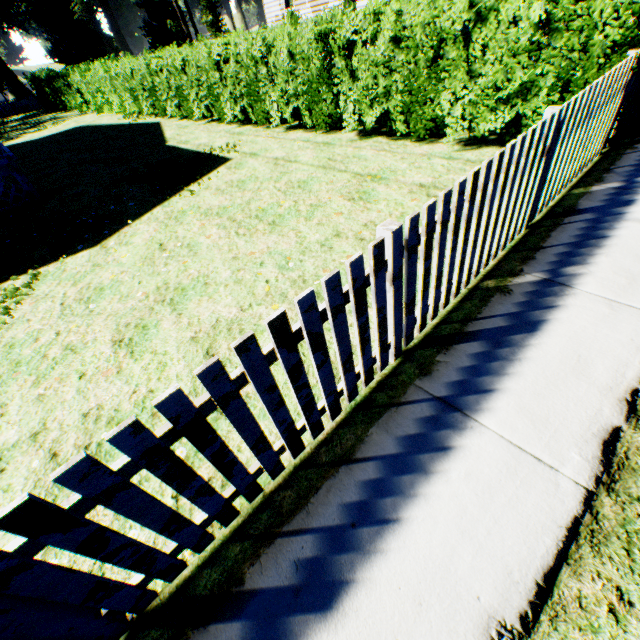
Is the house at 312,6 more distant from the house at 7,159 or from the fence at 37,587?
the house at 7,159

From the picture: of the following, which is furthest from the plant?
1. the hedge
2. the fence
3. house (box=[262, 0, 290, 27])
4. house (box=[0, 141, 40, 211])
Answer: house (box=[0, 141, 40, 211])

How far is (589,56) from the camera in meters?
4.2

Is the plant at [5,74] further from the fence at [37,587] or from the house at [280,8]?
the house at [280,8]

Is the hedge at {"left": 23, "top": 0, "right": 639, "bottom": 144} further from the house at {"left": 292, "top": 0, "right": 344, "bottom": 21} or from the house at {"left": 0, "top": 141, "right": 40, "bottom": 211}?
the house at {"left": 292, "top": 0, "right": 344, "bottom": 21}

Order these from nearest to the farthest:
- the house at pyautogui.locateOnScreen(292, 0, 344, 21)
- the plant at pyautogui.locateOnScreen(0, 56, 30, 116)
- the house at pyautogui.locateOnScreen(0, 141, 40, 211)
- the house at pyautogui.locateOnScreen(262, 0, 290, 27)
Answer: the house at pyautogui.locateOnScreen(0, 141, 40, 211) < the house at pyautogui.locateOnScreen(292, 0, 344, 21) < the house at pyautogui.locateOnScreen(262, 0, 290, 27) < the plant at pyautogui.locateOnScreen(0, 56, 30, 116)

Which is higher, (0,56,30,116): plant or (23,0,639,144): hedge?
(0,56,30,116): plant

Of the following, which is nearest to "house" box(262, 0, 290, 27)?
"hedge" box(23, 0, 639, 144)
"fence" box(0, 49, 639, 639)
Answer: "hedge" box(23, 0, 639, 144)
